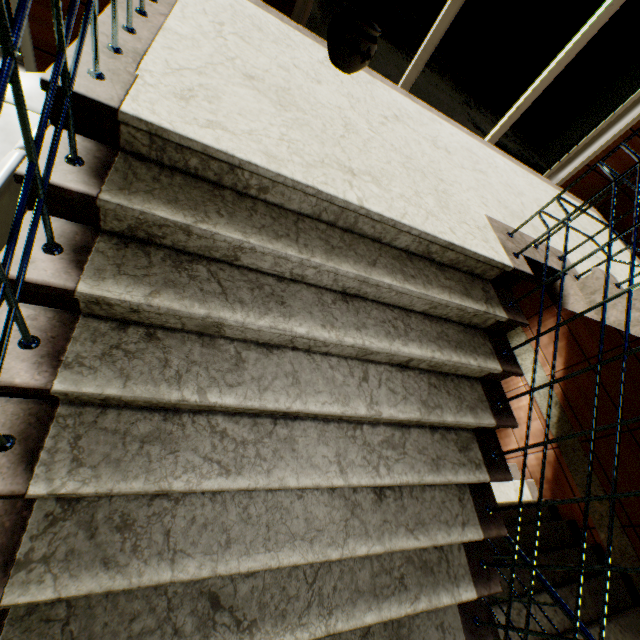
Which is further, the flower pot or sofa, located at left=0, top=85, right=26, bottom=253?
the flower pot

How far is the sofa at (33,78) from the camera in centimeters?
235cm

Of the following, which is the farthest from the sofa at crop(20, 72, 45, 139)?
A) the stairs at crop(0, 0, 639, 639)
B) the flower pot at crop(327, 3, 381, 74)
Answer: the flower pot at crop(327, 3, 381, 74)

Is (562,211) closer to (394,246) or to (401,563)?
(394,246)

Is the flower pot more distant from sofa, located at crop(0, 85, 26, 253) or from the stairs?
sofa, located at crop(0, 85, 26, 253)

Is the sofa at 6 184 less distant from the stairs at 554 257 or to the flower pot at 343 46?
the stairs at 554 257

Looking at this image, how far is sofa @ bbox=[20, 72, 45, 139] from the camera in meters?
2.3 m

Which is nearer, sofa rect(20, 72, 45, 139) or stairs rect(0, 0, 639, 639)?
stairs rect(0, 0, 639, 639)
